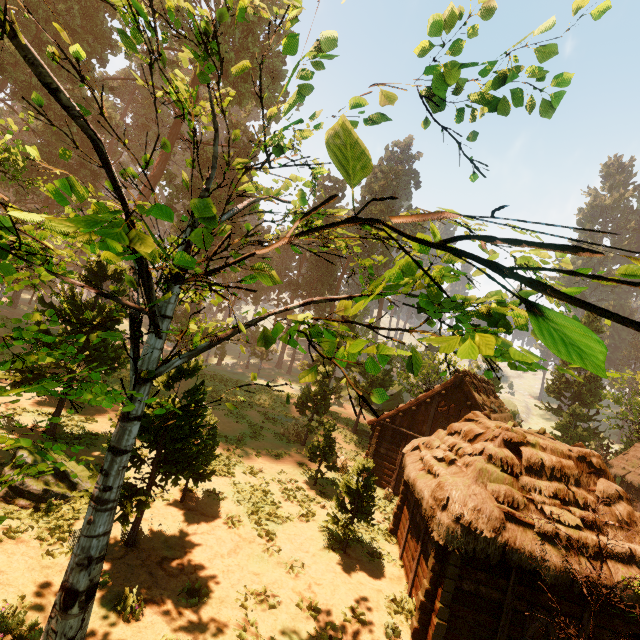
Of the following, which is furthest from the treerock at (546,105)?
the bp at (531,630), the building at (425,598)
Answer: the bp at (531,630)

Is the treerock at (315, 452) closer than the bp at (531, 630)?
No

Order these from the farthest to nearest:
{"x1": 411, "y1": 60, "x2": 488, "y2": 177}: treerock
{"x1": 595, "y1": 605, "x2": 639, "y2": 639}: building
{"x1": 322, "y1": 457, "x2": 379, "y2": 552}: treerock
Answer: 1. {"x1": 322, "y1": 457, "x2": 379, "y2": 552}: treerock
2. {"x1": 595, "y1": 605, "x2": 639, "y2": 639}: building
3. {"x1": 411, "y1": 60, "x2": 488, "y2": 177}: treerock

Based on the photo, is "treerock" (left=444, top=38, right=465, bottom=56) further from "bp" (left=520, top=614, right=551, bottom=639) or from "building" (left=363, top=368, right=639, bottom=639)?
"bp" (left=520, top=614, right=551, bottom=639)

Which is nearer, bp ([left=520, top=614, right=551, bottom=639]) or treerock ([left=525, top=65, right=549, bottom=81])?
treerock ([left=525, top=65, right=549, bottom=81])

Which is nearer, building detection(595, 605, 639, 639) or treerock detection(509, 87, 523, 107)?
treerock detection(509, 87, 523, 107)

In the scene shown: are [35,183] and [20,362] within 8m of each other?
no

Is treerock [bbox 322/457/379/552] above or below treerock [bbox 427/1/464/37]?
below
